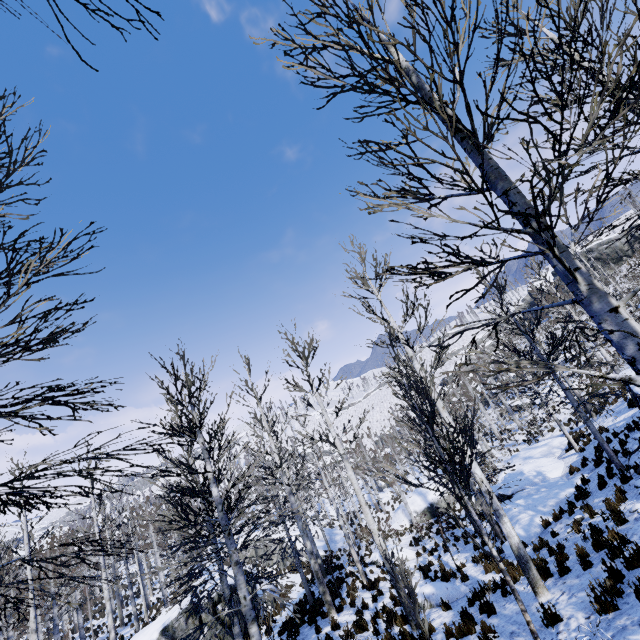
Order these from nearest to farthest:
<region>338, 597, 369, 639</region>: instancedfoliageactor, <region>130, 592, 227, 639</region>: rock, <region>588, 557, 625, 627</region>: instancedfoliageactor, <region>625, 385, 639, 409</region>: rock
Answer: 1. <region>588, 557, 625, 627</region>: instancedfoliageactor
2. <region>338, 597, 369, 639</region>: instancedfoliageactor
3. <region>625, 385, 639, 409</region>: rock
4. <region>130, 592, 227, 639</region>: rock

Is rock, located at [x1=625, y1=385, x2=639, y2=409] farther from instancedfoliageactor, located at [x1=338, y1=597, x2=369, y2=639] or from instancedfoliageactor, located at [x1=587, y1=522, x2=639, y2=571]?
instancedfoliageactor, located at [x1=338, y1=597, x2=369, y2=639]

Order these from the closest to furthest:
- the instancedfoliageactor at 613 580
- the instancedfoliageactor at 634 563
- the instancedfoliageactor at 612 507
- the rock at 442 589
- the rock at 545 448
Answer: the instancedfoliageactor at 613 580 < the instancedfoliageactor at 634 563 < the instancedfoliageactor at 612 507 < the rock at 442 589 < the rock at 545 448

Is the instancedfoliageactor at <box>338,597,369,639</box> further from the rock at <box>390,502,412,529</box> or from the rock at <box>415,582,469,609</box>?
the rock at <box>390,502,412,529</box>

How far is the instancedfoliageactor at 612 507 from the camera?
7.8m

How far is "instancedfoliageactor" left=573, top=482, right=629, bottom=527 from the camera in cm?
782

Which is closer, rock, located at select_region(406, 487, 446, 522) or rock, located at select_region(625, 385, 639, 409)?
rock, located at select_region(625, 385, 639, 409)

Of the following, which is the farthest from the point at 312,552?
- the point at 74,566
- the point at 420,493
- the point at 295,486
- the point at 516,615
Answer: the point at 420,493
